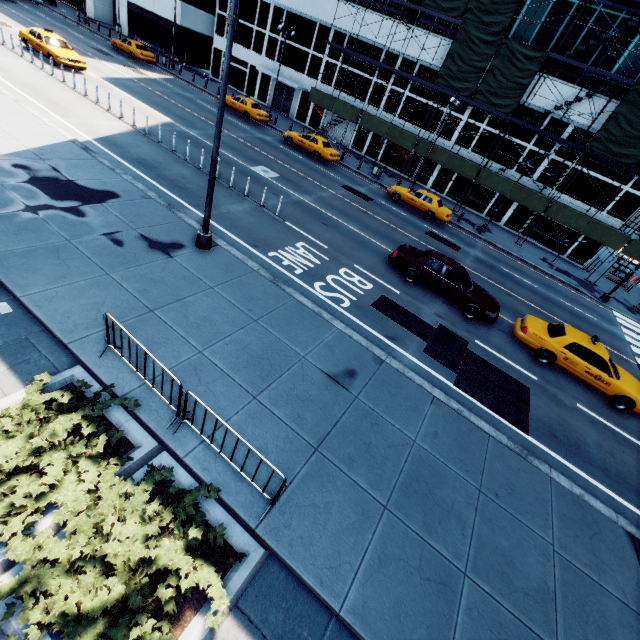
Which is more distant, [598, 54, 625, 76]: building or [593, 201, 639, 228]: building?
[593, 201, 639, 228]: building

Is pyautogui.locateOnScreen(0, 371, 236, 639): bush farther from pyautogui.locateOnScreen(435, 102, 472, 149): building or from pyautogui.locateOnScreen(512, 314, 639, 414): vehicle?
pyautogui.locateOnScreen(435, 102, 472, 149): building

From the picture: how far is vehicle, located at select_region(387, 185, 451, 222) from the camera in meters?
23.7 m

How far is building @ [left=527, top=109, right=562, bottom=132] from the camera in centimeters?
2570cm

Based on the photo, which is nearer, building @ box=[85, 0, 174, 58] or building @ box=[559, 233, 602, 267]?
building @ box=[559, 233, 602, 267]

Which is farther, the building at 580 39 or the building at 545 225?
the building at 545 225

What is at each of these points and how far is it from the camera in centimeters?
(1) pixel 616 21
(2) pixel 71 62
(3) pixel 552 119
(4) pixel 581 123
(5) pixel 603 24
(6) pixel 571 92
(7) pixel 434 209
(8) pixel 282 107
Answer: (1) building, 2255cm
(2) vehicle, 2169cm
(3) building, 2616cm
(4) building, 2506cm
(5) building, 2291cm
(6) building, 2477cm
(7) vehicle, 2372cm
(8) door, 3778cm
